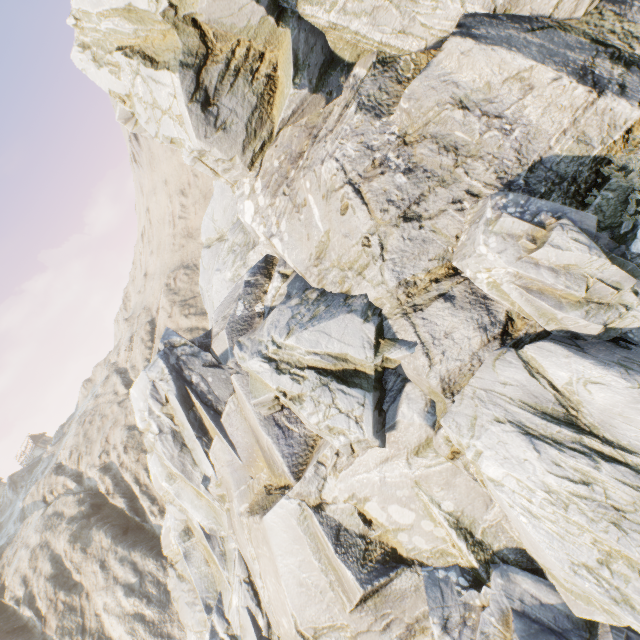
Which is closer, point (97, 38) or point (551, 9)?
point (551, 9)
